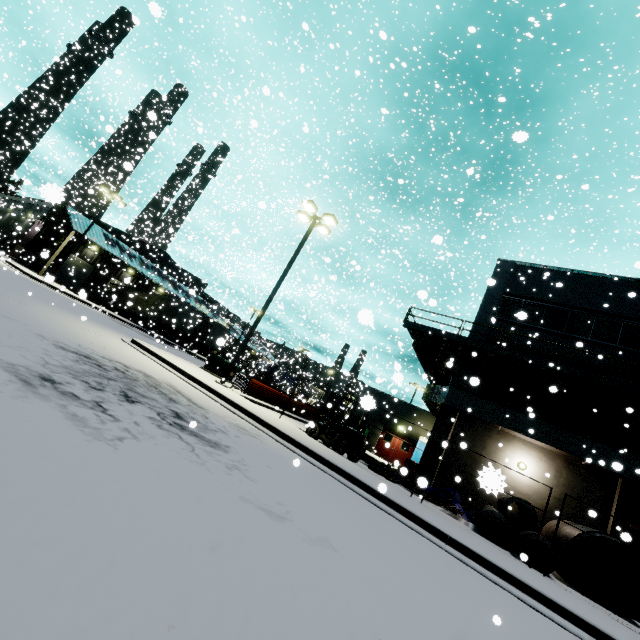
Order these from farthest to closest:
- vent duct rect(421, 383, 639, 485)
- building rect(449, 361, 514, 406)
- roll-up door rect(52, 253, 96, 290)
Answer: Result: roll-up door rect(52, 253, 96, 290), building rect(449, 361, 514, 406), vent duct rect(421, 383, 639, 485)

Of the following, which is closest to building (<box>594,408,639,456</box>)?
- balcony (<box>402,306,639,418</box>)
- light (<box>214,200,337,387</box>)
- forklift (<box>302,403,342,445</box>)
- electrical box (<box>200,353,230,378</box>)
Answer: balcony (<box>402,306,639,418</box>)

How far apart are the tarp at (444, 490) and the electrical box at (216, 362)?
11.4 meters

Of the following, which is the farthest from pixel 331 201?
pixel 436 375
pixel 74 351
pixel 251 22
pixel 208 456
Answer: pixel 208 456

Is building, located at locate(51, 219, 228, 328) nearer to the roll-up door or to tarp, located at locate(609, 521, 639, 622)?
the roll-up door

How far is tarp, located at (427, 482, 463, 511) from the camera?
13.17m

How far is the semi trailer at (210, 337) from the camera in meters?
32.2 m
